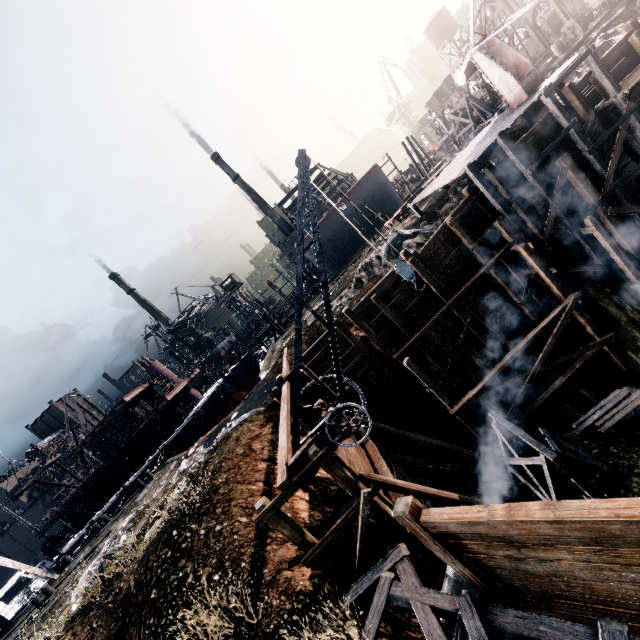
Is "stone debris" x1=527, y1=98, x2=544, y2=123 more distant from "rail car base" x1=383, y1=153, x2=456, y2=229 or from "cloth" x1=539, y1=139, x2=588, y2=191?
"rail car base" x1=383, y1=153, x2=456, y2=229

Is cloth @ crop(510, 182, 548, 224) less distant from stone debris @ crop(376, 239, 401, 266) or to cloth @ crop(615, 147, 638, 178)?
cloth @ crop(615, 147, 638, 178)

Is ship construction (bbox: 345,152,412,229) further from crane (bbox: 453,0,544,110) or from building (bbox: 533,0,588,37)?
building (bbox: 533,0,588,37)

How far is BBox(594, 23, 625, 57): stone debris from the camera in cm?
2173

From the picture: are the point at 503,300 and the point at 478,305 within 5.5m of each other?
yes

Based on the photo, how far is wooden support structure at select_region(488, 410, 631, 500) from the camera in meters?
11.2 m

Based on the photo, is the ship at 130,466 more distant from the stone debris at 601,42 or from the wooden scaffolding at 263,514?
the stone debris at 601,42

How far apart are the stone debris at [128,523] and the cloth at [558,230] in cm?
2883
